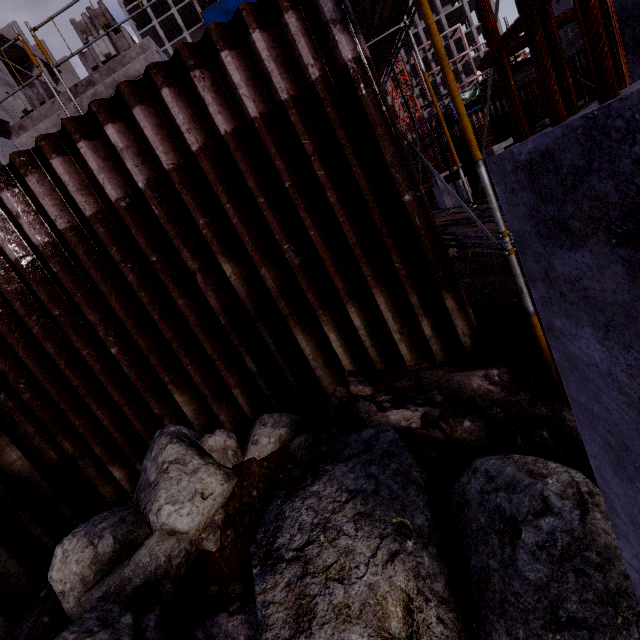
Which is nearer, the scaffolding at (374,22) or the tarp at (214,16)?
the scaffolding at (374,22)

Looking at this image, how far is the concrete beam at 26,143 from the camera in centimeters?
520cm

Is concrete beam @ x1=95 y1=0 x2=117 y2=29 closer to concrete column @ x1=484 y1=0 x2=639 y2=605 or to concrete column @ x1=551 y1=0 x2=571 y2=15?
concrete column @ x1=484 y1=0 x2=639 y2=605

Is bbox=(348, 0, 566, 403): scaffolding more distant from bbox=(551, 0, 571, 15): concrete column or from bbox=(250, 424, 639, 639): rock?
bbox=(551, 0, 571, 15): concrete column

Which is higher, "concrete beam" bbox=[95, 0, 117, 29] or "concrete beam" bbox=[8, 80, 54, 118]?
"concrete beam" bbox=[95, 0, 117, 29]

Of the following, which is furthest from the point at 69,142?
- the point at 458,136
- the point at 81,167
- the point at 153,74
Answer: the point at 458,136

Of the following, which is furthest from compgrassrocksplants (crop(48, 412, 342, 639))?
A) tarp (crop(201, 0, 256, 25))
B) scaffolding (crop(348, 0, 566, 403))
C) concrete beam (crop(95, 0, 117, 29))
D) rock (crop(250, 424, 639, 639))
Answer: tarp (crop(201, 0, 256, 25))

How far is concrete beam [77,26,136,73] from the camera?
7.1 meters
